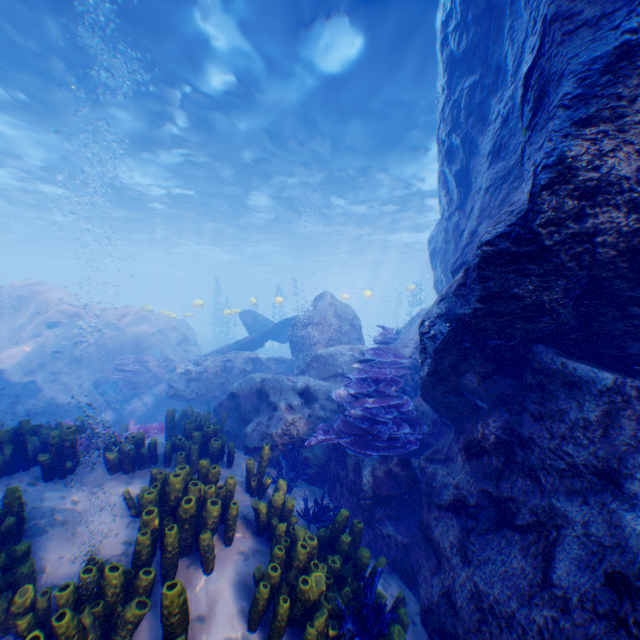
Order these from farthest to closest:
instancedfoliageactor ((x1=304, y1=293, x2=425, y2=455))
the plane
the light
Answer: the plane
the light
instancedfoliageactor ((x1=304, y1=293, x2=425, y2=455))

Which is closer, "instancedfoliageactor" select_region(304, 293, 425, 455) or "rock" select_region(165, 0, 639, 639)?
"rock" select_region(165, 0, 639, 639)

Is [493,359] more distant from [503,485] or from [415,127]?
[415,127]

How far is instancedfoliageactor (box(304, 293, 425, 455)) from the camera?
5.0m

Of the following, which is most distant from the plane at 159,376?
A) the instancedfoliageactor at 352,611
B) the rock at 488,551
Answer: the instancedfoliageactor at 352,611

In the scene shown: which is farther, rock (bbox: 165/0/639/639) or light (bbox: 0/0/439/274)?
light (bbox: 0/0/439/274)

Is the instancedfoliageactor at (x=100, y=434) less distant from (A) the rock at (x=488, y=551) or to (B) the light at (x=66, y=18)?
(A) the rock at (x=488, y=551)
